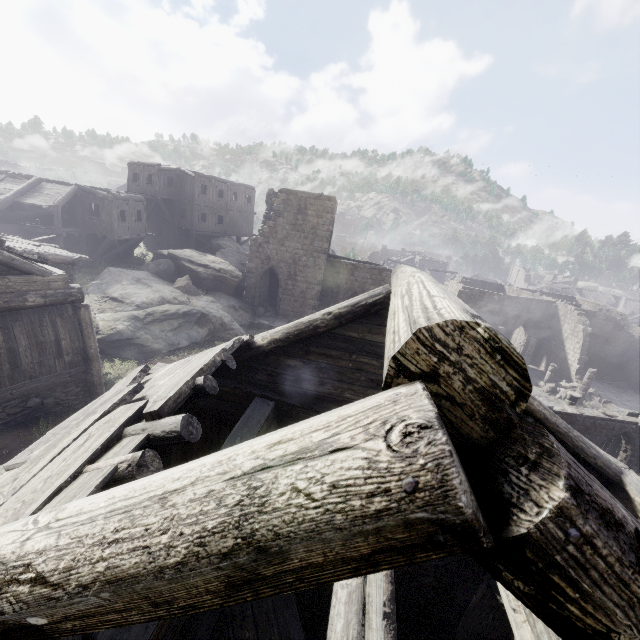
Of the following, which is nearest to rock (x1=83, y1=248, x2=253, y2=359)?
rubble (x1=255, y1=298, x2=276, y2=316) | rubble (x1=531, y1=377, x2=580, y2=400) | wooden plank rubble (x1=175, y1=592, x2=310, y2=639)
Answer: rubble (x1=255, y1=298, x2=276, y2=316)

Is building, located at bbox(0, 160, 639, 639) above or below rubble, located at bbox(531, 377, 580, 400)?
above

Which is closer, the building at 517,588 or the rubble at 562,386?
the building at 517,588

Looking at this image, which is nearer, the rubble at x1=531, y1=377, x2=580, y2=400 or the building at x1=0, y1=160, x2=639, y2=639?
the building at x1=0, y1=160, x2=639, y2=639

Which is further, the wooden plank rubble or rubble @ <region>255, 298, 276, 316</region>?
rubble @ <region>255, 298, 276, 316</region>

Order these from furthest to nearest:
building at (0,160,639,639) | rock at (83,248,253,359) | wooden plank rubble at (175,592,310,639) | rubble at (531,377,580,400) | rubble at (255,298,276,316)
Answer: rubble at (531,377,580,400) < rubble at (255,298,276,316) < rock at (83,248,253,359) < wooden plank rubble at (175,592,310,639) < building at (0,160,639,639)

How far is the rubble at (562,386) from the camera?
26.7m

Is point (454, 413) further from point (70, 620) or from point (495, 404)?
point (70, 620)
